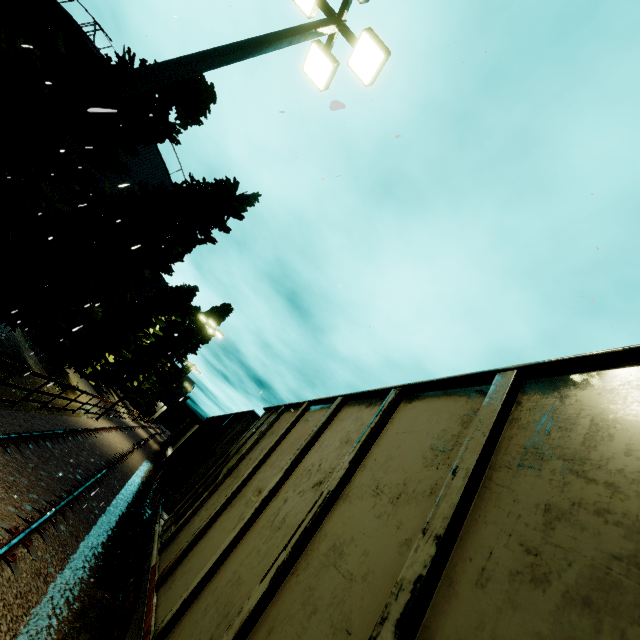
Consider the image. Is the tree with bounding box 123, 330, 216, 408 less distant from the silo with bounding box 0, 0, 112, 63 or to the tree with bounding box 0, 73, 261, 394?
the silo with bounding box 0, 0, 112, 63

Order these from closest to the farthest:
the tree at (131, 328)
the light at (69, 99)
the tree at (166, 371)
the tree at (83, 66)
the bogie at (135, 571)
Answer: the light at (69, 99) < the bogie at (135, 571) < the tree at (83, 66) < the tree at (131, 328) < the tree at (166, 371)

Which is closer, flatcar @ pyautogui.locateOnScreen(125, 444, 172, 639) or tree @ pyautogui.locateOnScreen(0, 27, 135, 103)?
flatcar @ pyautogui.locateOnScreen(125, 444, 172, 639)

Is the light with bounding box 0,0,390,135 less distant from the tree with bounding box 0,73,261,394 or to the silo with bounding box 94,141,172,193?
the silo with bounding box 94,141,172,193

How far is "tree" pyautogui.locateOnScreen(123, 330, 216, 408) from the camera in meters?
43.6 m

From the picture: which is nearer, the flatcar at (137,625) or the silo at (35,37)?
the flatcar at (137,625)

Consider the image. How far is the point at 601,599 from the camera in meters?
1.0

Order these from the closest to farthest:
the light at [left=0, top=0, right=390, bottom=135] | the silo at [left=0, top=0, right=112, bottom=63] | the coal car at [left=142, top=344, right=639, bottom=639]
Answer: the coal car at [left=142, top=344, right=639, bottom=639], the light at [left=0, top=0, right=390, bottom=135], the silo at [left=0, top=0, right=112, bottom=63]
